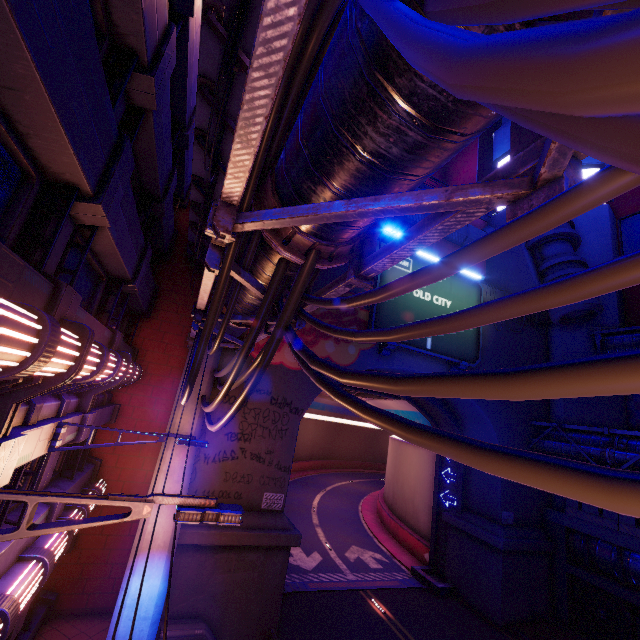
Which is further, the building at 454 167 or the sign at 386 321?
the building at 454 167

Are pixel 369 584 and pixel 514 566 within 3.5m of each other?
no

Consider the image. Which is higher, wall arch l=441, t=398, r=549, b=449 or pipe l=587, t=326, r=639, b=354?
pipe l=587, t=326, r=639, b=354

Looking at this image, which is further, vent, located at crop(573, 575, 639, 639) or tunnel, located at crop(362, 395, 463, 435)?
tunnel, located at crop(362, 395, 463, 435)

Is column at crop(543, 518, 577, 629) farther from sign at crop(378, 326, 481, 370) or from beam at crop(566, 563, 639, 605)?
sign at crop(378, 326, 481, 370)

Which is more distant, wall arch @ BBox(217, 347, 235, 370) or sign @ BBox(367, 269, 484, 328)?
sign @ BBox(367, 269, 484, 328)

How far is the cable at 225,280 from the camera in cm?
400

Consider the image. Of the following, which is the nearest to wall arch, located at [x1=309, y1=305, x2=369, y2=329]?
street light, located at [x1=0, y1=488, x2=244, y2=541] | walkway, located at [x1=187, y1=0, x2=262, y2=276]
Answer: walkway, located at [x1=187, y1=0, x2=262, y2=276]
